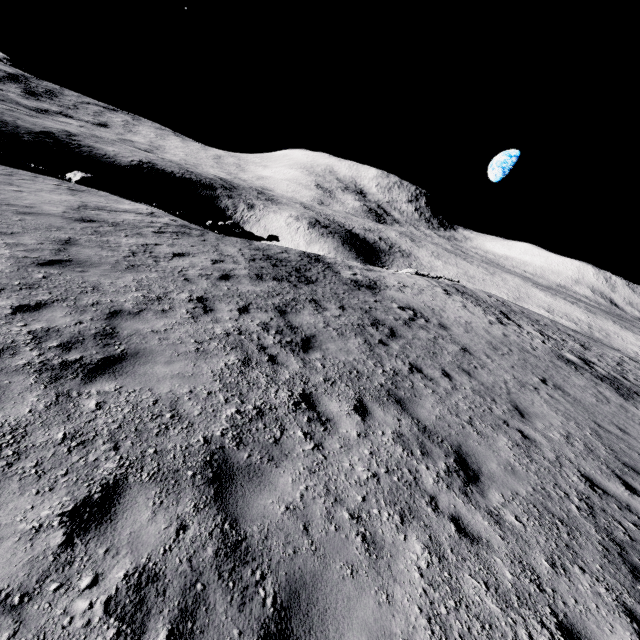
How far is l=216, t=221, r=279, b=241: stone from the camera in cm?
2094

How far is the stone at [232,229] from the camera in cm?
2094

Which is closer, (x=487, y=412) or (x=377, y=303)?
(x=487, y=412)
